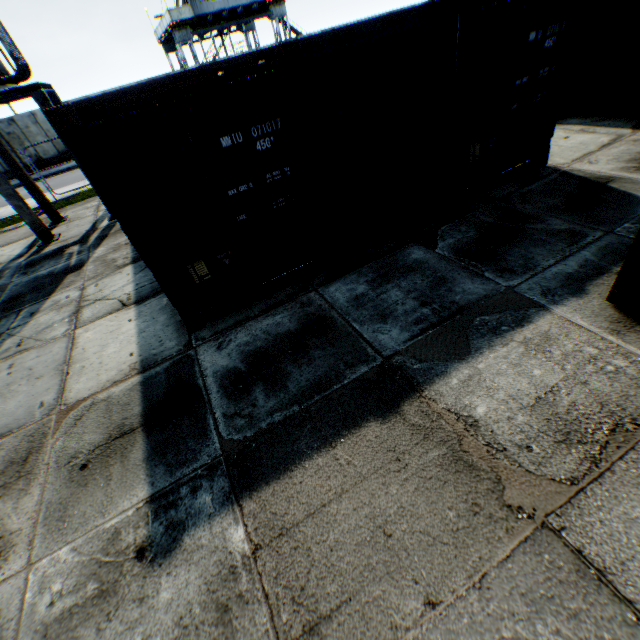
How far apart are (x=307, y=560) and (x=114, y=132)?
4.5 meters

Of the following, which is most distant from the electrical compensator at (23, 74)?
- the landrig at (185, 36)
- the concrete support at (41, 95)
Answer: the landrig at (185, 36)

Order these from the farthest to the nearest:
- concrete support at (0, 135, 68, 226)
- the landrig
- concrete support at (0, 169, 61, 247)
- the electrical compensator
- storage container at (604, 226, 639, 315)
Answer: the landrig, concrete support at (0, 135, 68, 226), concrete support at (0, 169, 61, 247), the electrical compensator, storage container at (604, 226, 639, 315)

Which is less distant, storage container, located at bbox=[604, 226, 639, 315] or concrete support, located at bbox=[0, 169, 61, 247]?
storage container, located at bbox=[604, 226, 639, 315]

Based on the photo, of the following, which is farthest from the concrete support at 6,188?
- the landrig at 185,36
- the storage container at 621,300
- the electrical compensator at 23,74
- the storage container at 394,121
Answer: the landrig at 185,36

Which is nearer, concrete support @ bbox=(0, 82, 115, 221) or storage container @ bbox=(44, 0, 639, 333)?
storage container @ bbox=(44, 0, 639, 333)

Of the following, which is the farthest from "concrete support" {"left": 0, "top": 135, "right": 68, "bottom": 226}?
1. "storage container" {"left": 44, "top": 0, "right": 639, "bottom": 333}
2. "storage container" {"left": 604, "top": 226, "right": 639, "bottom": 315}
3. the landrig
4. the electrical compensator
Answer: the landrig

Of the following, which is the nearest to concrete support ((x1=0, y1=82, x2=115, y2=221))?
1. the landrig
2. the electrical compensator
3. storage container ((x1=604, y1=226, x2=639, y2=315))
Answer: the electrical compensator
